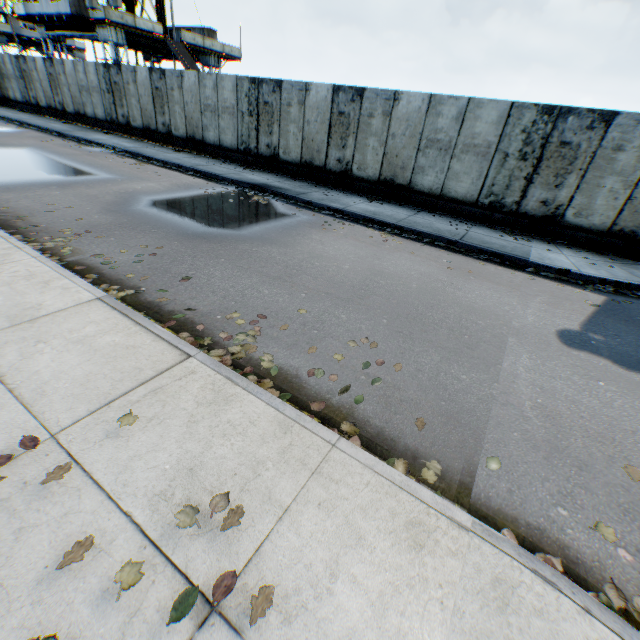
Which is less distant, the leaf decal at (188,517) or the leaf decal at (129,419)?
the leaf decal at (188,517)

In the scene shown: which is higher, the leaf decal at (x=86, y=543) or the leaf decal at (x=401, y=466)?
the leaf decal at (x=86, y=543)

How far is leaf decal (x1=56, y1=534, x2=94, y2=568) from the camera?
1.9 meters

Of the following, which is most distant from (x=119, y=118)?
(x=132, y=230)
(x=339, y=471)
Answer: (x=339, y=471)

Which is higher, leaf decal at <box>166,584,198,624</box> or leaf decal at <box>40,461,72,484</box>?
leaf decal at <box>40,461,72,484</box>

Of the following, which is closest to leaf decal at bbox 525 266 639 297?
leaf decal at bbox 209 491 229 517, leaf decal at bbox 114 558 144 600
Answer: leaf decal at bbox 209 491 229 517

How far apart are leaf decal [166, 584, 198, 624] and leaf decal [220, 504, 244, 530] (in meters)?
0.26

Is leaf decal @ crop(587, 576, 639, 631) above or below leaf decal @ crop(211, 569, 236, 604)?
below
